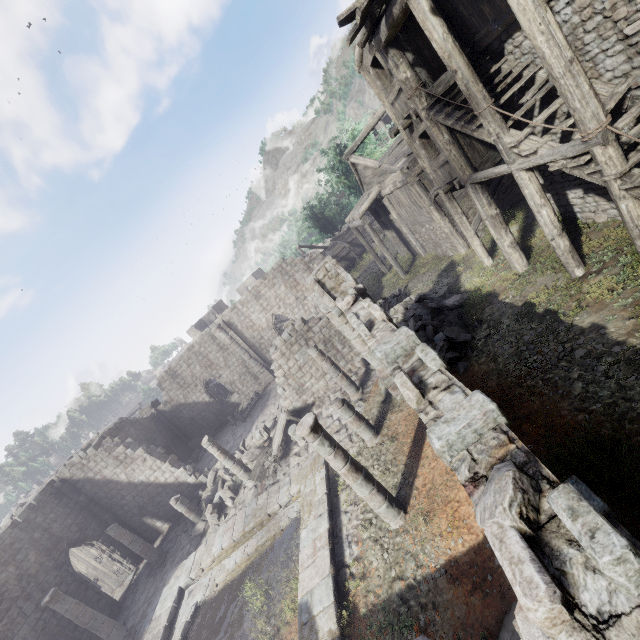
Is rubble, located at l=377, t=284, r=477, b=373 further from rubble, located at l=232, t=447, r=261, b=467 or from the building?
rubble, located at l=232, t=447, r=261, b=467

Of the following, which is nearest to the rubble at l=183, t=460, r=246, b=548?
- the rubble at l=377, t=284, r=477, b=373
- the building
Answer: the building

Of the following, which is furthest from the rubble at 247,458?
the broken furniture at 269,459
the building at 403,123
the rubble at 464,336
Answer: the rubble at 464,336

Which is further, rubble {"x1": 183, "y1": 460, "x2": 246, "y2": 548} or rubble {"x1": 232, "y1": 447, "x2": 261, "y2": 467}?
rubble {"x1": 232, "y1": 447, "x2": 261, "y2": 467}

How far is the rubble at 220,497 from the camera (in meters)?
15.67

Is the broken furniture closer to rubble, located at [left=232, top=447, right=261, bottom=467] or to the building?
the building

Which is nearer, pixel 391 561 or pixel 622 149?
pixel 622 149

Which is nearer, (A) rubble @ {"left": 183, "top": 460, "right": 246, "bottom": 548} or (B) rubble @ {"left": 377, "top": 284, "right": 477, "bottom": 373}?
(B) rubble @ {"left": 377, "top": 284, "right": 477, "bottom": 373}
